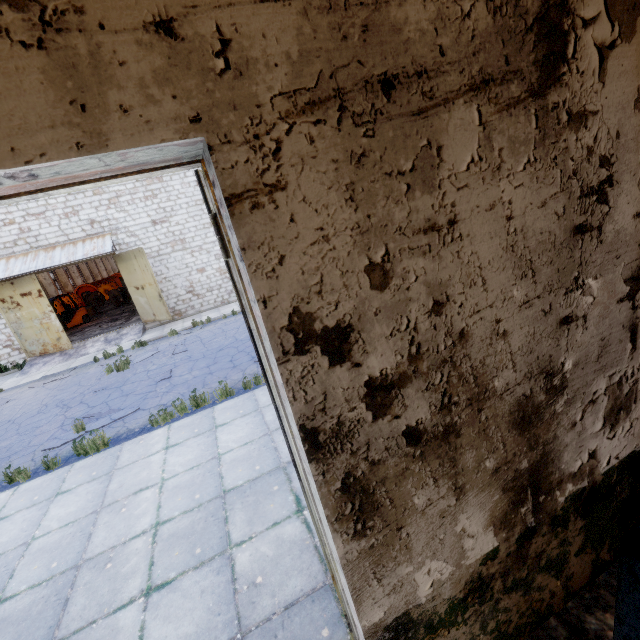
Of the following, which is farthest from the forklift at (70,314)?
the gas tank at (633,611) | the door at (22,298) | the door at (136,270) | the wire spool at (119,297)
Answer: the gas tank at (633,611)

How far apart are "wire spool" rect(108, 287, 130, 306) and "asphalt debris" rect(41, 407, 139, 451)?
20.99m

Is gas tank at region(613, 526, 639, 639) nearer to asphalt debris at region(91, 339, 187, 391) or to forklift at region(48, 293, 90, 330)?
asphalt debris at region(91, 339, 187, 391)

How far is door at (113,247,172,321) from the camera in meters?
16.0

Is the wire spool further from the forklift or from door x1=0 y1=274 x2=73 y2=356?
door x1=0 y1=274 x2=73 y2=356

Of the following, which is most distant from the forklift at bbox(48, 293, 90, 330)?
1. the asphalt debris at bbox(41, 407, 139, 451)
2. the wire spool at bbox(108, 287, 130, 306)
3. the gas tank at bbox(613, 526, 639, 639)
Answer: the gas tank at bbox(613, 526, 639, 639)

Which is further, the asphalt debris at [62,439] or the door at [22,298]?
the door at [22,298]

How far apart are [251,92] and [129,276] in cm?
1871
